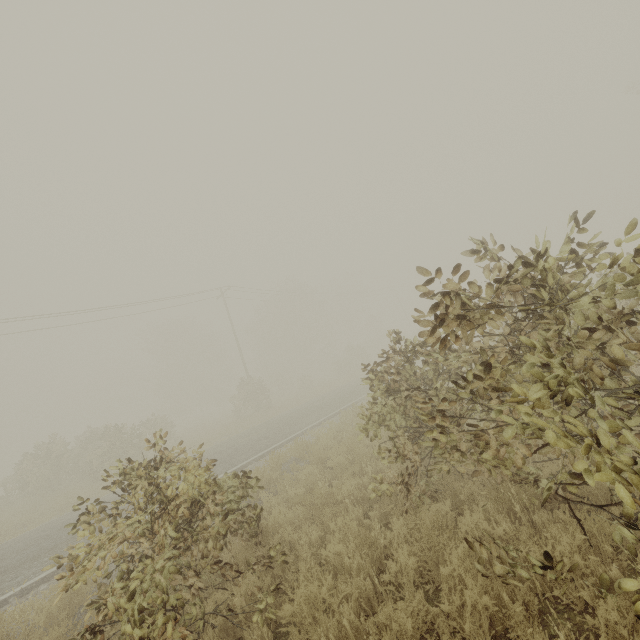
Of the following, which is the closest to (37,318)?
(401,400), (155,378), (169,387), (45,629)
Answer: (45,629)
